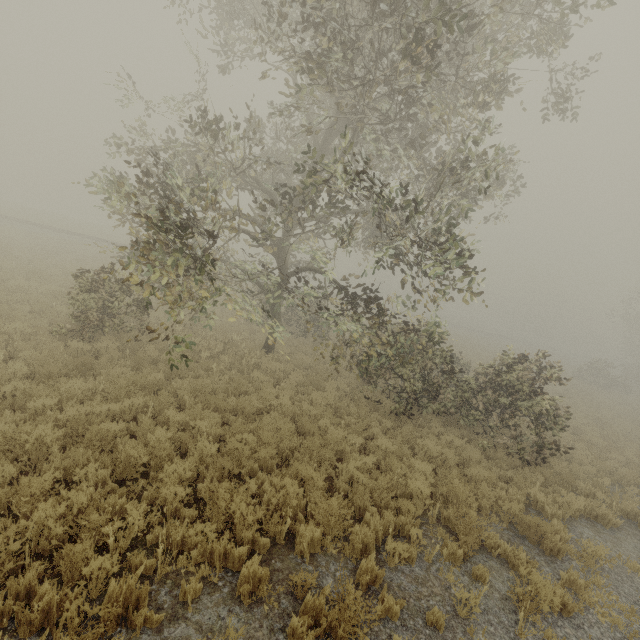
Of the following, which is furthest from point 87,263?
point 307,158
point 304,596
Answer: point 304,596

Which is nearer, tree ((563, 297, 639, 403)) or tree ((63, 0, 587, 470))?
Answer: tree ((63, 0, 587, 470))

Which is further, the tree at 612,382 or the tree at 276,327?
the tree at 612,382
